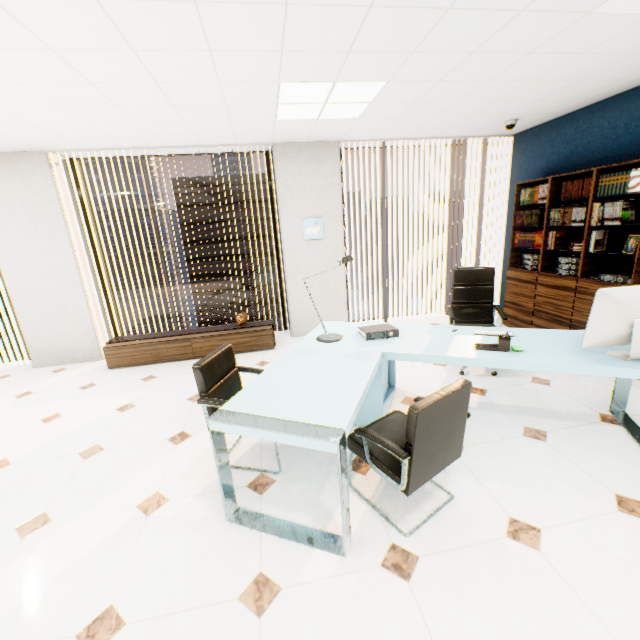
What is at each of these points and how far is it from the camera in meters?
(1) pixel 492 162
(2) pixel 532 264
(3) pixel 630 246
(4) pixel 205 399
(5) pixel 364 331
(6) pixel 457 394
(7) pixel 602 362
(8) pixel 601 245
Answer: (1) window, 5.7 m
(2) binder, 4.6 m
(3) picture frame, 3.5 m
(4) chair, 2.3 m
(5) binder, 3.0 m
(6) chair, 1.8 m
(7) desk, 2.2 m
(8) book, 3.8 m

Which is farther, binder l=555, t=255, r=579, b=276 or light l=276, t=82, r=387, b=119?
binder l=555, t=255, r=579, b=276

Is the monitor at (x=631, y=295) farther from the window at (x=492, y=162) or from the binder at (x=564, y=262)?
the window at (x=492, y=162)

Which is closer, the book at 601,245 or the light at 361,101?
Result: the light at 361,101

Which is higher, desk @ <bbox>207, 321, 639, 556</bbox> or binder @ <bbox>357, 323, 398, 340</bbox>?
binder @ <bbox>357, 323, 398, 340</bbox>

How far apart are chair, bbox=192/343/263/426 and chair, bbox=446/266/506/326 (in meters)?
2.05

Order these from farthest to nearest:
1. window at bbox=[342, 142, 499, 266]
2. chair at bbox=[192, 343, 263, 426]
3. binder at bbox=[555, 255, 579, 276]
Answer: window at bbox=[342, 142, 499, 266] → binder at bbox=[555, 255, 579, 276] → chair at bbox=[192, 343, 263, 426]

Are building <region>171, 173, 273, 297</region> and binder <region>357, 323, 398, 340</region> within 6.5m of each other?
no
